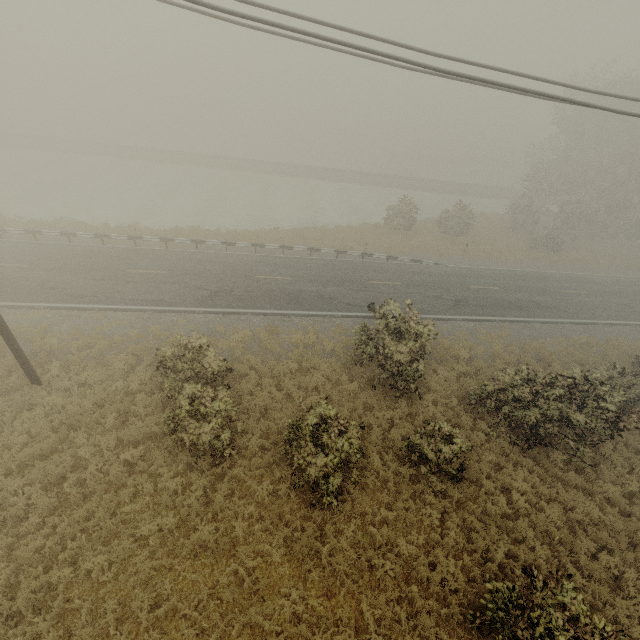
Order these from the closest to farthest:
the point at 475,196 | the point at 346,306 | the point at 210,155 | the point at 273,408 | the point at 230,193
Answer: the point at 273,408
the point at 346,306
the point at 230,193
the point at 210,155
the point at 475,196
